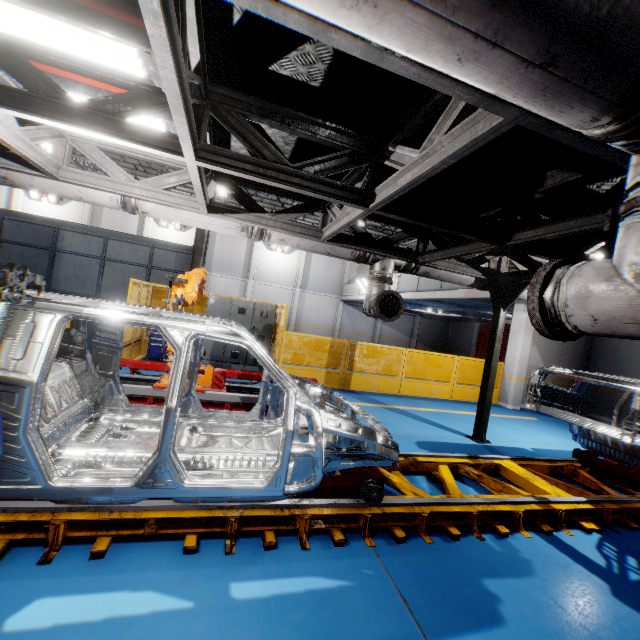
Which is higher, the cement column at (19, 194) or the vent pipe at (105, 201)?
the cement column at (19, 194)

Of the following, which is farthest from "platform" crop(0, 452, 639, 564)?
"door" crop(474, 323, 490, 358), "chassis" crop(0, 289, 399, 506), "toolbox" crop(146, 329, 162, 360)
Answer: "door" crop(474, 323, 490, 358)

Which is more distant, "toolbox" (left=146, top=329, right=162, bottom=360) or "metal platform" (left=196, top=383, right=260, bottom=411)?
"toolbox" (left=146, top=329, right=162, bottom=360)

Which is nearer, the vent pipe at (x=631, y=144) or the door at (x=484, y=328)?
the vent pipe at (x=631, y=144)

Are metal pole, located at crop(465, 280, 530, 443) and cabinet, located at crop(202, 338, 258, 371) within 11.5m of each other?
yes

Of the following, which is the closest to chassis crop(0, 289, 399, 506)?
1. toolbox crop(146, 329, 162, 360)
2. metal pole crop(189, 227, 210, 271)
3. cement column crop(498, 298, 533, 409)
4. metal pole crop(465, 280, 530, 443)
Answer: metal pole crop(465, 280, 530, 443)

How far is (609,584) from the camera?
3.0m

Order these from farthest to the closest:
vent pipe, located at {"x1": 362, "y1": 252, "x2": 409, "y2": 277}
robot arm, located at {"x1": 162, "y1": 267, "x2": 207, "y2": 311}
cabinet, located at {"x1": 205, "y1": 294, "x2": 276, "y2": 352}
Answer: cabinet, located at {"x1": 205, "y1": 294, "x2": 276, "y2": 352} < vent pipe, located at {"x1": 362, "y1": 252, "x2": 409, "y2": 277} < robot arm, located at {"x1": 162, "y1": 267, "x2": 207, "y2": 311}
